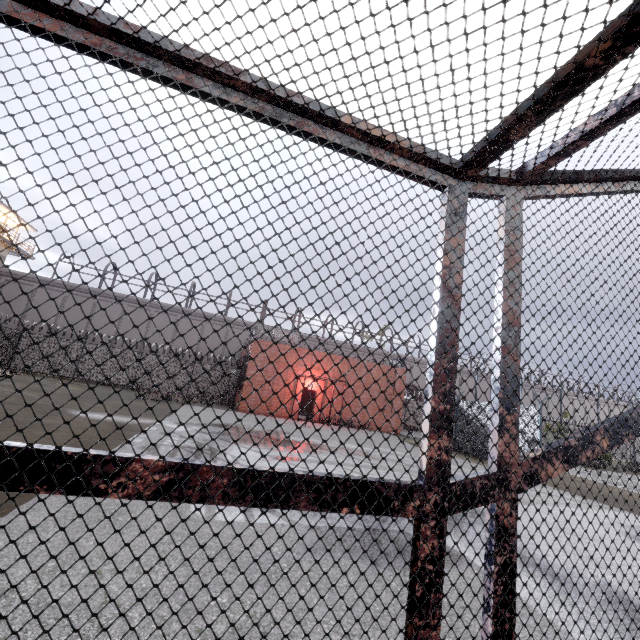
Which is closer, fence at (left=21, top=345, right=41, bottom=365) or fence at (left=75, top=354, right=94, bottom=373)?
fence at (left=21, top=345, right=41, bottom=365)

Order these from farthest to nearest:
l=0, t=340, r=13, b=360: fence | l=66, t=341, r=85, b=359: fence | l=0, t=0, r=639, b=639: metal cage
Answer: l=66, t=341, r=85, b=359: fence
l=0, t=340, r=13, b=360: fence
l=0, t=0, r=639, b=639: metal cage

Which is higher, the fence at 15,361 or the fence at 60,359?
the fence at 60,359

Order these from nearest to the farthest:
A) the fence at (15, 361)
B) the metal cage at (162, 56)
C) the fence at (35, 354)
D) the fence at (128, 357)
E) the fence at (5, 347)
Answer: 1. the metal cage at (162, 56)
2. the fence at (5, 347)
3. the fence at (15, 361)
4. the fence at (35, 354)
5. the fence at (128, 357)

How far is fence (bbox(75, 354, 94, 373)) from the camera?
23.9 meters

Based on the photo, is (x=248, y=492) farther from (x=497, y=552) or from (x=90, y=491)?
(x=497, y=552)
